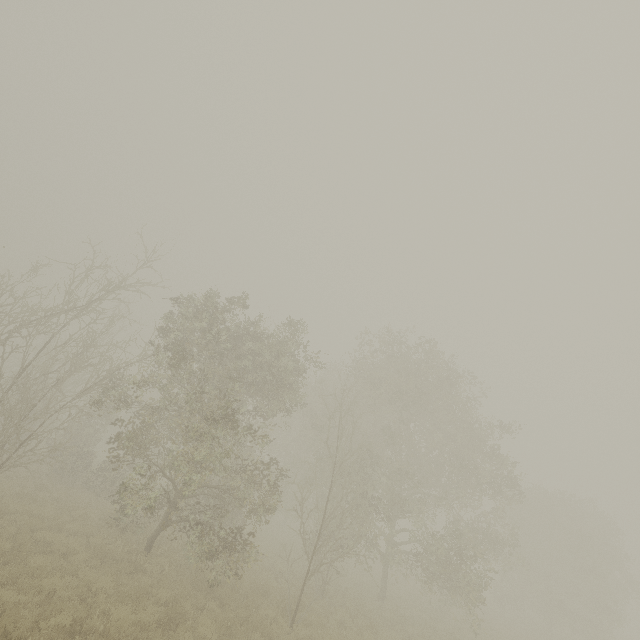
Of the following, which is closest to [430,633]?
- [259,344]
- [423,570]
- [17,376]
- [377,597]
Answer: [423,570]
